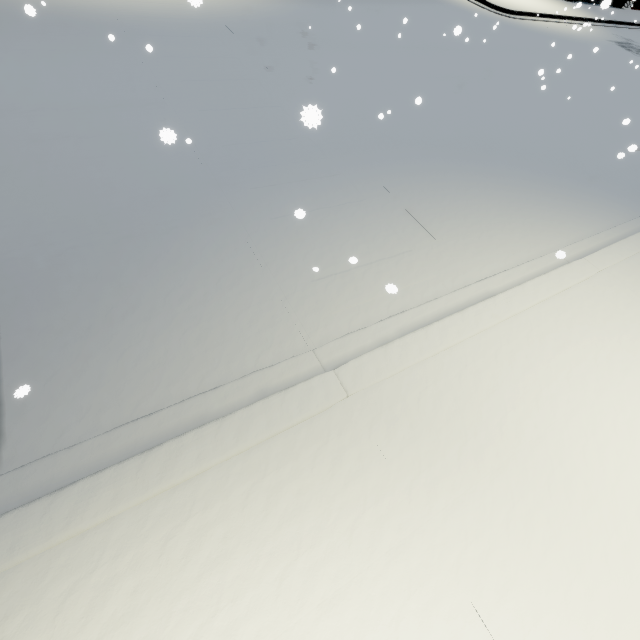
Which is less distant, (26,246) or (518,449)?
(518,449)
